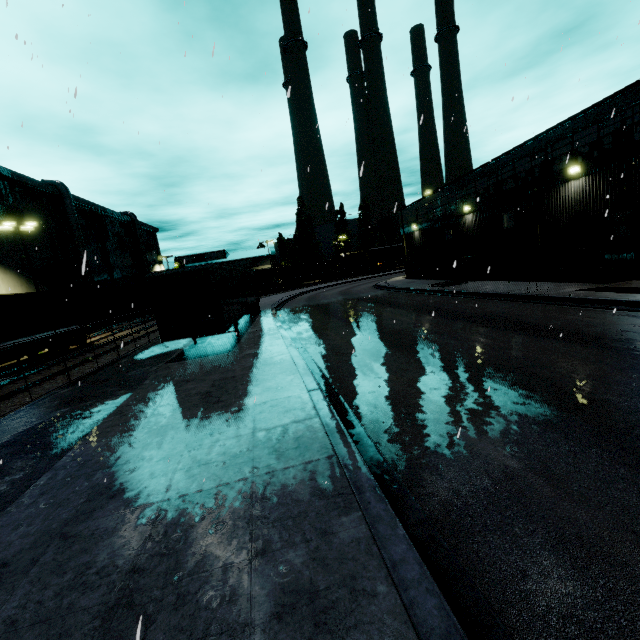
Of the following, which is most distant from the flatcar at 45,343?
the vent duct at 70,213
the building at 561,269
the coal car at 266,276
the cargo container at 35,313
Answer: the coal car at 266,276

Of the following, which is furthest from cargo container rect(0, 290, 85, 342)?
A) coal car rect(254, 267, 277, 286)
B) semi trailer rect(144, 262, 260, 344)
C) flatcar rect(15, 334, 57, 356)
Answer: coal car rect(254, 267, 277, 286)

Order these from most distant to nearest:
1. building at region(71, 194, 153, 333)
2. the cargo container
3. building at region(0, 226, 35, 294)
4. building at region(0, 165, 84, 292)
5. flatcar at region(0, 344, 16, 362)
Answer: building at region(71, 194, 153, 333) < building at region(0, 165, 84, 292) < building at region(0, 226, 35, 294) < the cargo container < flatcar at region(0, 344, 16, 362)

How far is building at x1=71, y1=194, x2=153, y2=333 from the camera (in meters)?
38.59

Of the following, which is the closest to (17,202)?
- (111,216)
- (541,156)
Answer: (111,216)

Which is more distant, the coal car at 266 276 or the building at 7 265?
the coal car at 266 276

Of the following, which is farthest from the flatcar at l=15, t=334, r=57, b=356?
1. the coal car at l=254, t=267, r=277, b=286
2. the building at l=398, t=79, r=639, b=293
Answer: the coal car at l=254, t=267, r=277, b=286
